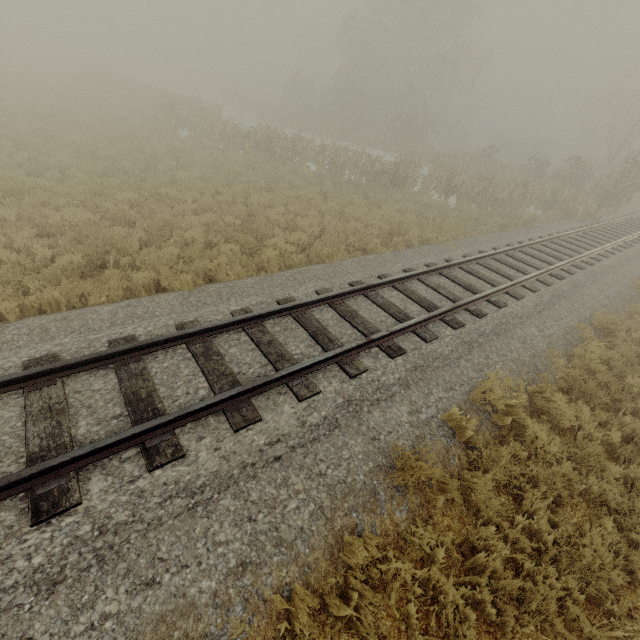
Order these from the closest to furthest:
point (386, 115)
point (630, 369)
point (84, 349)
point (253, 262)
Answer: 1. point (84, 349)
2. point (630, 369)
3. point (253, 262)
4. point (386, 115)
